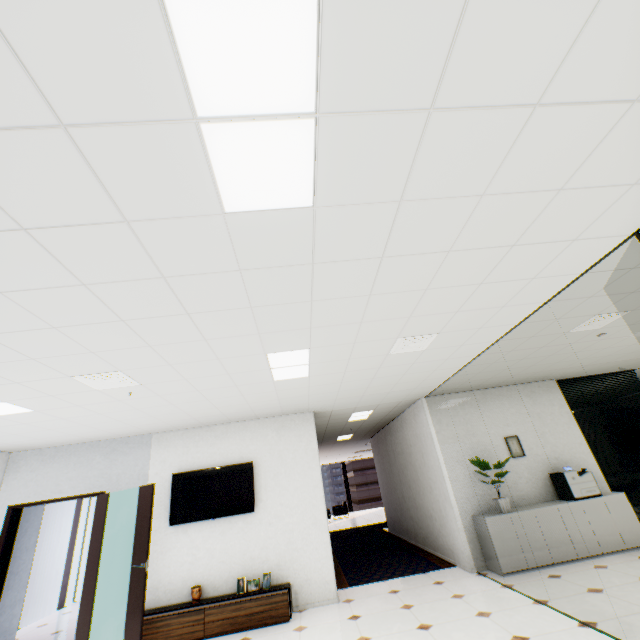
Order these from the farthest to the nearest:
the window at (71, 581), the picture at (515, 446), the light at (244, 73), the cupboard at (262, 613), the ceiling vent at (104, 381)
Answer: the window at (71, 581), the picture at (515, 446), the cupboard at (262, 613), the ceiling vent at (104, 381), the light at (244, 73)

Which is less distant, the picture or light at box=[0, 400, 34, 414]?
light at box=[0, 400, 34, 414]

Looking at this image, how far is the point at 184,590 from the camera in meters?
5.1

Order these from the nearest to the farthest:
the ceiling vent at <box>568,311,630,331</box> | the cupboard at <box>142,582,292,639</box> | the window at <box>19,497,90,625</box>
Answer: the ceiling vent at <box>568,311,630,331</box> → the cupboard at <box>142,582,292,639</box> → the window at <box>19,497,90,625</box>

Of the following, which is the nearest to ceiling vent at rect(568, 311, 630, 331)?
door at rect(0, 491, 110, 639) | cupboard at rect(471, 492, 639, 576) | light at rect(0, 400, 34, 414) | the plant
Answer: the plant

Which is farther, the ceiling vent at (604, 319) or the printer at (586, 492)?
the printer at (586, 492)

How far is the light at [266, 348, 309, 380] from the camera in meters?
3.6

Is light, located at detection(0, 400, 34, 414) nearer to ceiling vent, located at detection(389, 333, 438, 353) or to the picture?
ceiling vent, located at detection(389, 333, 438, 353)
